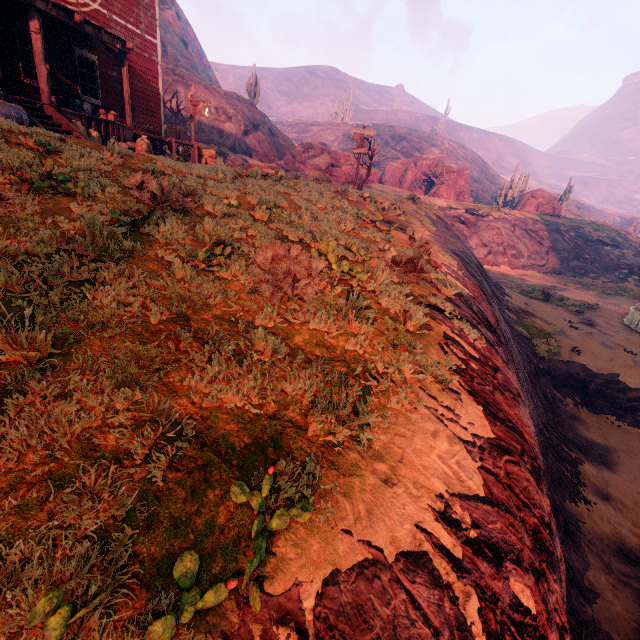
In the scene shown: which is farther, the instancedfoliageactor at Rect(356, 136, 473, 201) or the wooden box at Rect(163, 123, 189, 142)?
the instancedfoliageactor at Rect(356, 136, 473, 201)

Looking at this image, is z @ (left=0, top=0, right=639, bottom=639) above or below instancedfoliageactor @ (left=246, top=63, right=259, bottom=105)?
below

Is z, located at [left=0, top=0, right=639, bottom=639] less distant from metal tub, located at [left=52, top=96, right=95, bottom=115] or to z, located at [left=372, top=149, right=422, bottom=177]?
metal tub, located at [left=52, top=96, right=95, bottom=115]

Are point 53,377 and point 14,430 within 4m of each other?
yes

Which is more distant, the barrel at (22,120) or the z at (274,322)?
the barrel at (22,120)

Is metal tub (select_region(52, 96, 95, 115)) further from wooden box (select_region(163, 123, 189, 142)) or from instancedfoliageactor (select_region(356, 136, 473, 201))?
instancedfoliageactor (select_region(356, 136, 473, 201))

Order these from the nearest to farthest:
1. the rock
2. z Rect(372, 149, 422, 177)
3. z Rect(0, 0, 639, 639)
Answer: z Rect(0, 0, 639, 639) < the rock < z Rect(372, 149, 422, 177)

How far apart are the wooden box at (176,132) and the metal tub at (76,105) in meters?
4.8 m
